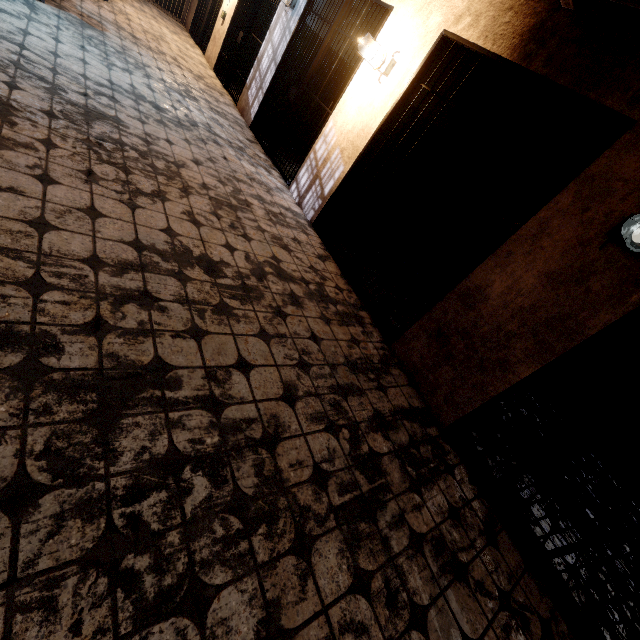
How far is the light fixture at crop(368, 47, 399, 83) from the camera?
3.49m

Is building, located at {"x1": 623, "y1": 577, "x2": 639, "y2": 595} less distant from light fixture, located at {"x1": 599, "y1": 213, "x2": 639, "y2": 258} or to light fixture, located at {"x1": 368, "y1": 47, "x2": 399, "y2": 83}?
light fixture, located at {"x1": 599, "y1": 213, "x2": 639, "y2": 258}

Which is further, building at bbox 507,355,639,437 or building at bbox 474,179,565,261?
building at bbox 474,179,565,261

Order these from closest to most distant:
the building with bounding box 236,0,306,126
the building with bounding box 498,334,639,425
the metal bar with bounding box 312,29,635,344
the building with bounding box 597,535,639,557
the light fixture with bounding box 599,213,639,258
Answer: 1. the light fixture with bounding box 599,213,639,258
2. the metal bar with bounding box 312,29,635,344
3. the building with bounding box 597,535,639,557
4. the building with bounding box 498,334,639,425
5. the building with bounding box 236,0,306,126

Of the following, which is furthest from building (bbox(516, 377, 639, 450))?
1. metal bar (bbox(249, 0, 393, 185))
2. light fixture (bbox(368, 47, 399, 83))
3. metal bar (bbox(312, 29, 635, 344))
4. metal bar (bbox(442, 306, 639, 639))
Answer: metal bar (bbox(249, 0, 393, 185))

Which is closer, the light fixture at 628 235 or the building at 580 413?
the light fixture at 628 235

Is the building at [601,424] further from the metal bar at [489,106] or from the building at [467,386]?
the metal bar at [489,106]

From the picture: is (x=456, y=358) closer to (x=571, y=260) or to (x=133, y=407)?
(x=571, y=260)
